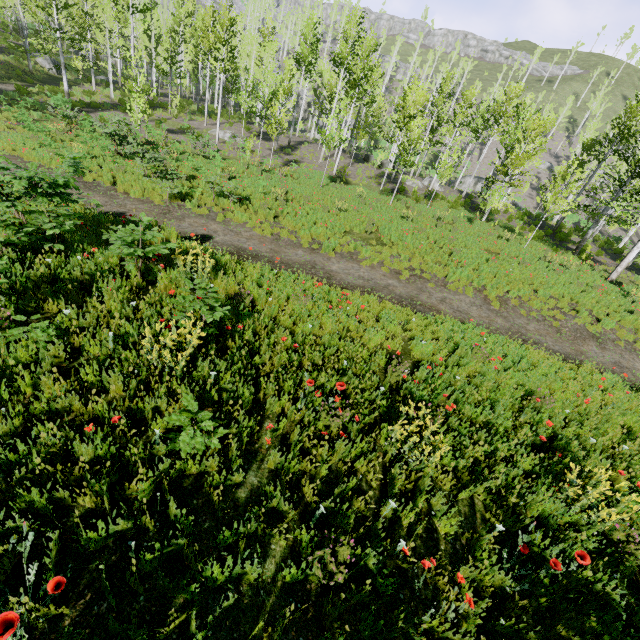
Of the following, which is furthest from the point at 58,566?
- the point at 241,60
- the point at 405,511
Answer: the point at 241,60

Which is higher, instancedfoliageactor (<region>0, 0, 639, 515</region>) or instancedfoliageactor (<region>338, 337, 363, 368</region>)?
instancedfoliageactor (<region>338, 337, 363, 368</region>)

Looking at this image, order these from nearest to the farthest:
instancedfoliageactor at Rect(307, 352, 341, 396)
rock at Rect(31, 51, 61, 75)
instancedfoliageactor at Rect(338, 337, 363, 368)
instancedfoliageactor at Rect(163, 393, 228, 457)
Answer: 1. instancedfoliageactor at Rect(163, 393, 228, 457)
2. instancedfoliageactor at Rect(307, 352, 341, 396)
3. instancedfoliageactor at Rect(338, 337, 363, 368)
4. rock at Rect(31, 51, 61, 75)

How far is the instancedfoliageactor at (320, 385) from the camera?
4.8m

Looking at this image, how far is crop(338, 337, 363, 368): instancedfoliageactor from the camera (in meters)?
5.48

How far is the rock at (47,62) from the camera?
30.2 meters
